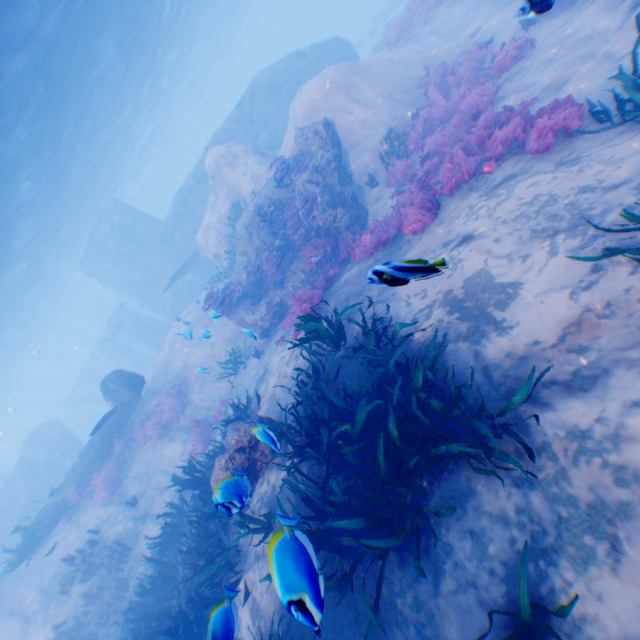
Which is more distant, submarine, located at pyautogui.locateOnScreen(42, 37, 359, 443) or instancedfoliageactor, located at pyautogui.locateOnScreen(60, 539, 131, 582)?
submarine, located at pyautogui.locateOnScreen(42, 37, 359, 443)

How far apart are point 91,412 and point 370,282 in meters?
46.8 m

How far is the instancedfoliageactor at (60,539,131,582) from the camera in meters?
11.1 m

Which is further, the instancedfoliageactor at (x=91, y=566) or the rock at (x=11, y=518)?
the rock at (x=11, y=518)

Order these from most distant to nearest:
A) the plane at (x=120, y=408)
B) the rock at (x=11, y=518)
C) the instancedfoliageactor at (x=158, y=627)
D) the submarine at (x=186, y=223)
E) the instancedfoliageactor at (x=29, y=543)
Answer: the submarine at (x=186, y=223) → the rock at (x=11, y=518) → the plane at (x=120, y=408) → the instancedfoliageactor at (x=29, y=543) → the instancedfoliageactor at (x=158, y=627)

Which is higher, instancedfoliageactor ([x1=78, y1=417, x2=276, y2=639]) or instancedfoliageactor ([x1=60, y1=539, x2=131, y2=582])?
instancedfoliageactor ([x1=60, y1=539, x2=131, y2=582])

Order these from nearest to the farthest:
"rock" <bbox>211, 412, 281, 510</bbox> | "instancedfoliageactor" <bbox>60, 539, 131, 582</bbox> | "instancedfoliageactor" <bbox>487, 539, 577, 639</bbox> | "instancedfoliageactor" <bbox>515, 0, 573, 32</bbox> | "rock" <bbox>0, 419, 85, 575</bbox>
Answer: "instancedfoliageactor" <bbox>487, 539, 577, 639</bbox>
"rock" <bbox>211, 412, 281, 510</bbox>
"instancedfoliageactor" <bbox>515, 0, 573, 32</bbox>
"instancedfoliageactor" <bbox>60, 539, 131, 582</bbox>
"rock" <bbox>0, 419, 85, 575</bbox>

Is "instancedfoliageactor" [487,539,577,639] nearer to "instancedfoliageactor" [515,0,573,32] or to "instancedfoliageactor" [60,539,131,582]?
"instancedfoliageactor" [515,0,573,32]
